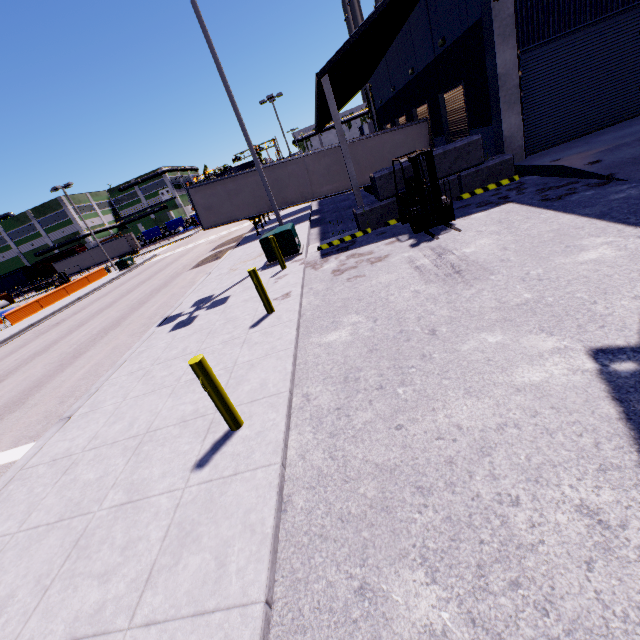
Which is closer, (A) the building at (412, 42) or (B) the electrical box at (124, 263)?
(A) the building at (412, 42)

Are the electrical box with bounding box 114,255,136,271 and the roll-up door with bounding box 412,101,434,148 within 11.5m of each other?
no

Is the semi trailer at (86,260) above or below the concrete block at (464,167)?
above

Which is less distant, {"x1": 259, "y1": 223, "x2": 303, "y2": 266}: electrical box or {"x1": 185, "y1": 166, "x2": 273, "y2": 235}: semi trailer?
{"x1": 259, "y1": 223, "x2": 303, "y2": 266}: electrical box

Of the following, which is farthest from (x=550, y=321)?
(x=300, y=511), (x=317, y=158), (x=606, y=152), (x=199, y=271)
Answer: (x=317, y=158)

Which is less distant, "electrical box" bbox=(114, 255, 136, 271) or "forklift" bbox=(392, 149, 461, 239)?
"forklift" bbox=(392, 149, 461, 239)

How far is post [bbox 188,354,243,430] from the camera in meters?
4.0 m

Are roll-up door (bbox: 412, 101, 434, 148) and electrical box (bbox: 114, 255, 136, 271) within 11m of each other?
no
